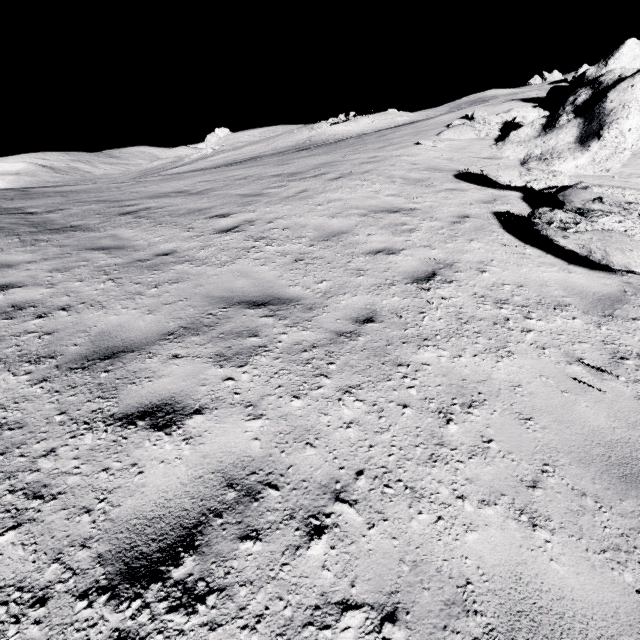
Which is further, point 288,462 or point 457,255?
point 457,255
